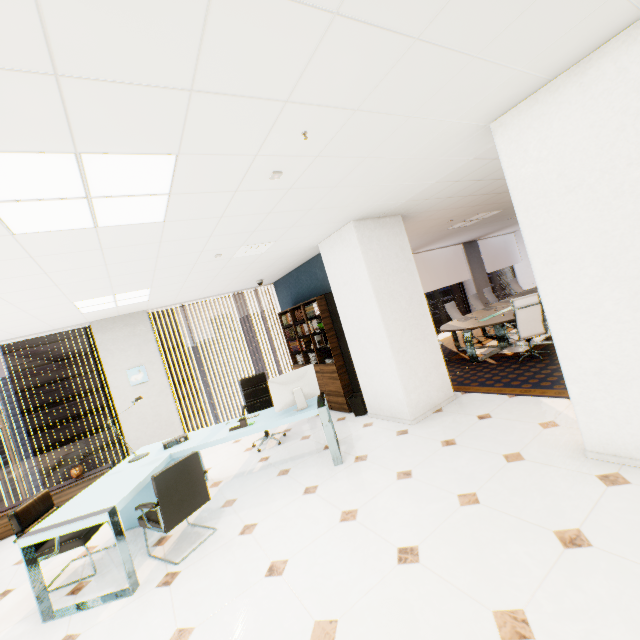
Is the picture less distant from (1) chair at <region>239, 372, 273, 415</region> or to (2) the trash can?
(1) chair at <region>239, 372, 273, 415</region>

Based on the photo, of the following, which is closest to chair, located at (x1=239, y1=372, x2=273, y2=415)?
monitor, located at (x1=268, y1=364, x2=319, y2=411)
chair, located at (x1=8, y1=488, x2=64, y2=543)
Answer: monitor, located at (x1=268, y1=364, x2=319, y2=411)

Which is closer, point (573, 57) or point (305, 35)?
point (305, 35)

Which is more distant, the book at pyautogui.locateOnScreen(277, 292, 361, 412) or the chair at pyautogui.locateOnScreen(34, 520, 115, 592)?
the book at pyautogui.locateOnScreen(277, 292, 361, 412)

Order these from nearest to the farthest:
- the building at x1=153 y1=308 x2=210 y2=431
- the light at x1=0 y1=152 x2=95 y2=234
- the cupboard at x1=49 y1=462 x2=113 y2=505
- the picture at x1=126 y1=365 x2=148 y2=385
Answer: the light at x1=0 y1=152 x2=95 y2=234 → the cupboard at x1=49 y1=462 x2=113 y2=505 → the picture at x1=126 y1=365 x2=148 y2=385 → the building at x1=153 y1=308 x2=210 y2=431

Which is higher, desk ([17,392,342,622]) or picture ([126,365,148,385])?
picture ([126,365,148,385])

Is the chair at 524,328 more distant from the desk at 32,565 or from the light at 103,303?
the light at 103,303

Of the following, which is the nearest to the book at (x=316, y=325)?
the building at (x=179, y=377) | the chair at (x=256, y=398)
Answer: the chair at (x=256, y=398)
